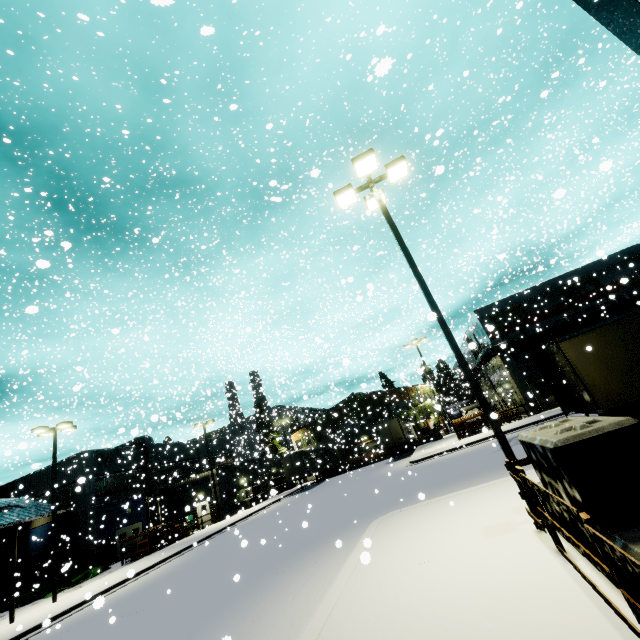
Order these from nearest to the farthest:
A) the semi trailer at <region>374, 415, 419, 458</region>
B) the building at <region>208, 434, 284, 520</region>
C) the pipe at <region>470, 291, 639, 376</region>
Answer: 1. the pipe at <region>470, 291, 639, 376</region>
2. the building at <region>208, 434, 284, 520</region>
3. the semi trailer at <region>374, 415, 419, 458</region>

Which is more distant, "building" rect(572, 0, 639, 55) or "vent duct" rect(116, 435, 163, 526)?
"vent duct" rect(116, 435, 163, 526)

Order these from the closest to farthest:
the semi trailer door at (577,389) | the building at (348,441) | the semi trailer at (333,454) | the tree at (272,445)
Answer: the semi trailer door at (577,389), the semi trailer at (333,454), the tree at (272,445), the building at (348,441)

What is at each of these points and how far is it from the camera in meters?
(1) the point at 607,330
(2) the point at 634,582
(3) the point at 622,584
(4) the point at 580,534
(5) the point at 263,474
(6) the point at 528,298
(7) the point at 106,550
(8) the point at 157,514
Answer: (1) semi trailer, 11.5
(2) concrete block, 3.3
(3) fence, 3.0
(4) concrete block, 4.5
(5) building, 42.3
(6) building, 31.7
(7) electrical box, 28.8
(8) vent duct, 33.7

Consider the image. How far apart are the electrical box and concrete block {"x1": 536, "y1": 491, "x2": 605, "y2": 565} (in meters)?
13.78

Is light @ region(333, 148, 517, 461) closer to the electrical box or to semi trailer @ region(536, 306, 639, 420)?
semi trailer @ region(536, 306, 639, 420)

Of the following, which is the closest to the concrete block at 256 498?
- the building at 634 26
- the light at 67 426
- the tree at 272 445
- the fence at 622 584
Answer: the building at 634 26

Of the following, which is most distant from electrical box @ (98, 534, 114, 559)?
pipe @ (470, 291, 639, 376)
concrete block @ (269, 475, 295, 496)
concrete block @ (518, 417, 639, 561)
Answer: pipe @ (470, 291, 639, 376)
